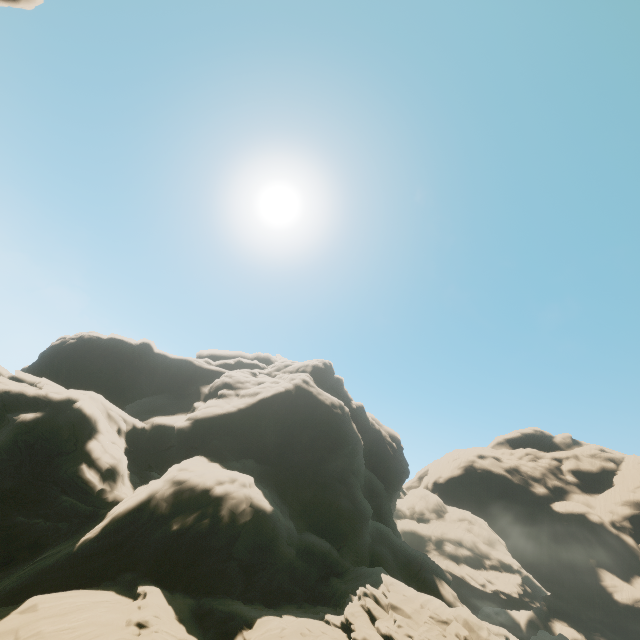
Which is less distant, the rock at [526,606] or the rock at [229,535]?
the rock at [229,535]

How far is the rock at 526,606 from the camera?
58.31m

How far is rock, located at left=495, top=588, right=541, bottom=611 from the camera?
58.3m

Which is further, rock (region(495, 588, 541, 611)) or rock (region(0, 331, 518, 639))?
rock (region(495, 588, 541, 611))

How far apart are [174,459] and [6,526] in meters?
11.6 m
